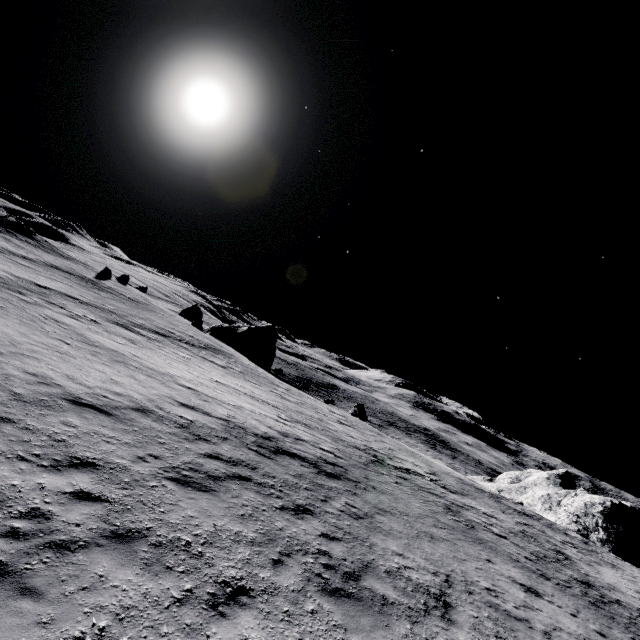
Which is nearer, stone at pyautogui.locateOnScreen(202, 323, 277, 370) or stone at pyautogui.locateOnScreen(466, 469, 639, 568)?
stone at pyautogui.locateOnScreen(466, 469, 639, 568)

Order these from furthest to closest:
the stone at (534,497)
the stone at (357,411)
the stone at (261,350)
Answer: the stone at (261,350)
the stone at (357,411)
the stone at (534,497)

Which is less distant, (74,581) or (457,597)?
(74,581)

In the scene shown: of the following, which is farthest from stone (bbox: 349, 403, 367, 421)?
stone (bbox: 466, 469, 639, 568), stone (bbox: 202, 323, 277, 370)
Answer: stone (bbox: 466, 469, 639, 568)

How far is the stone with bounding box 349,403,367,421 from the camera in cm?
3788

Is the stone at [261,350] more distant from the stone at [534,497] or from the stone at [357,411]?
the stone at [534,497]

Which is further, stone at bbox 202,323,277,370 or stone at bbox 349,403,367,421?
stone at bbox 202,323,277,370

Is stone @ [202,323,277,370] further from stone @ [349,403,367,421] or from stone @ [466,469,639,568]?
stone @ [466,469,639,568]
